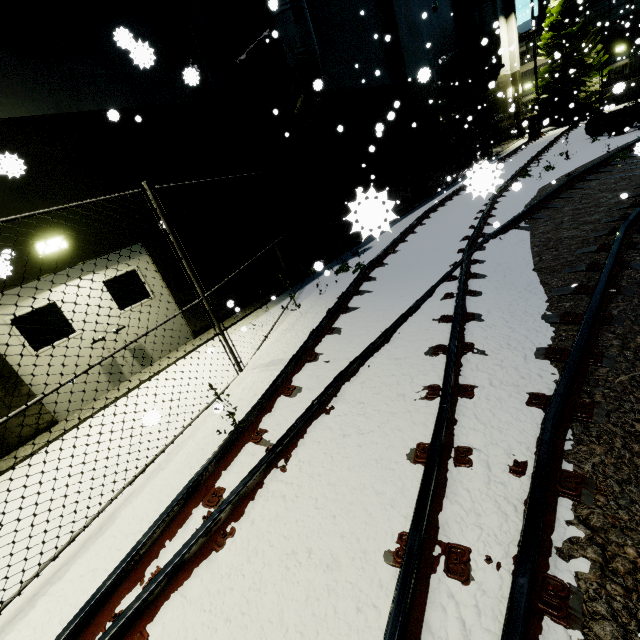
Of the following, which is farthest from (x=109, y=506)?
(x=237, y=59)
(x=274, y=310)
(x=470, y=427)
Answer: (x=237, y=59)

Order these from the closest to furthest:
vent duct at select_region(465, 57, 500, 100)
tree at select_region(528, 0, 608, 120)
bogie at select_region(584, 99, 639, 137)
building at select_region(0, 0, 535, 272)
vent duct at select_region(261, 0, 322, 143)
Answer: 1. building at select_region(0, 0, 535, 272)
2. vent duct at select_region(261, 0, 322, 143)
3. bogie at select_region(584, 99, 639, 137)
4. vent duct at select_region(465, 57, 500, 100)
5. tree at select_region(528, 0, 608, 120)

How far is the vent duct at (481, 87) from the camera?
18.2m

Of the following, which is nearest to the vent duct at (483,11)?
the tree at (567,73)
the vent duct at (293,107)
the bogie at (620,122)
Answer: the tree at (567,73)

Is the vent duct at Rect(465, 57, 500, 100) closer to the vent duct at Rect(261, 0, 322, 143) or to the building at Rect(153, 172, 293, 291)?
the building at Rect(153, 172, 293, 291)

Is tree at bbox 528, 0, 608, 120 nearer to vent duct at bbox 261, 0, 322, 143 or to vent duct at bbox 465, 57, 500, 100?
vent duct at bbox 465, 57, 500, 100

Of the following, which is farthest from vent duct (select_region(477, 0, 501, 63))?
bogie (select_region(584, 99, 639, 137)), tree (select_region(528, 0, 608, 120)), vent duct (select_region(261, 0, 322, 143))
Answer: vent duct (select_region(261, 0, 322, 143))
